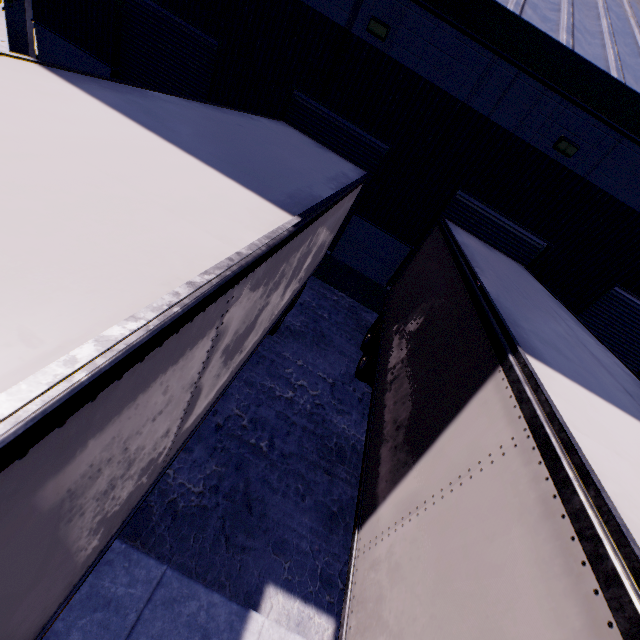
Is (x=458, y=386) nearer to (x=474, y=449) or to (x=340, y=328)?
(x=474, y=449)

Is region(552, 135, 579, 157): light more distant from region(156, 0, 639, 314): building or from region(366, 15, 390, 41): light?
region(366, 15, 390, 41): light

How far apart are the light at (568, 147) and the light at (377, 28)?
4.5m

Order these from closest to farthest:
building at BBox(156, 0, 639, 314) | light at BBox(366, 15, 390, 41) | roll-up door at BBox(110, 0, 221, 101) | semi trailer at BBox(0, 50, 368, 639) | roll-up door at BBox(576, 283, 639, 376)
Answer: semi trailer at BBox(0, 50, 368, 639), building at BBox(156, 0, 639, 314), light at BBox(366, 15, 390, 41), roll-up door at BBox(110, 0, 221, 101), roll-up door at BBox(576, 283, 639, 376)

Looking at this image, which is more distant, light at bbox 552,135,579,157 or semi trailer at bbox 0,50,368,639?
light at bbox 552,135,579,157

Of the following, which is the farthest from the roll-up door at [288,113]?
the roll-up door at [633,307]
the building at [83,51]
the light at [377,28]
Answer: the roll-up door at [633,307]

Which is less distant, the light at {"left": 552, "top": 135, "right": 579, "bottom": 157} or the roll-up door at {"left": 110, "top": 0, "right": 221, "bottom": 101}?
the light at {"left": 552, "top": 135, "right": 579, "bottom": 157}

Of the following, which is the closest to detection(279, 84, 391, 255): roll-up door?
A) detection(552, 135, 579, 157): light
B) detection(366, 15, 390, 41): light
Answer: detection(366, 15, 390, 41): light
